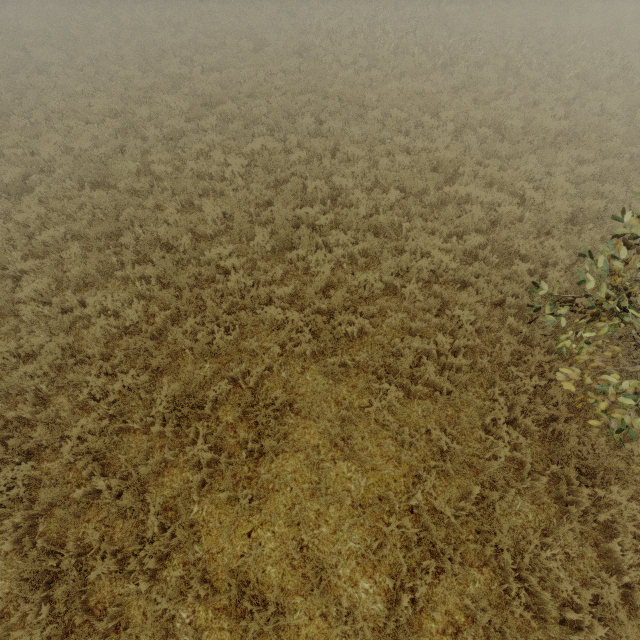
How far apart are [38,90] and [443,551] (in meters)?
21.09
